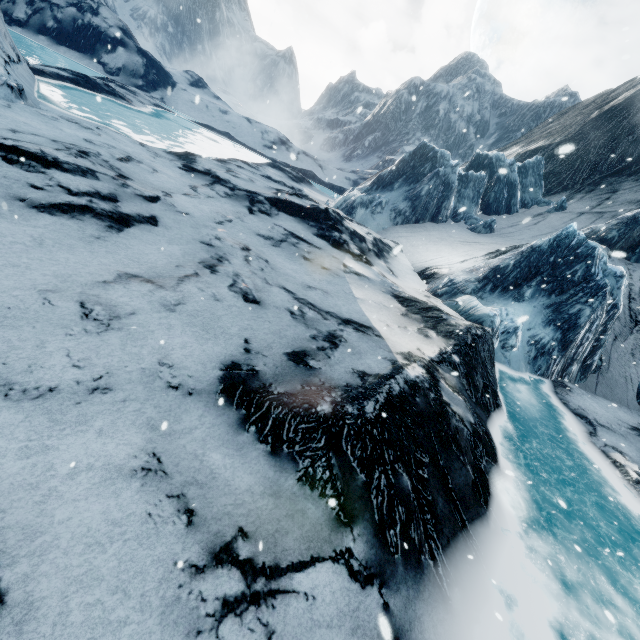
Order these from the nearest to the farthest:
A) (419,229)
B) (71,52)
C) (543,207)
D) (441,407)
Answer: (441,407) < (419,229) < (543,207) < (71,52)
